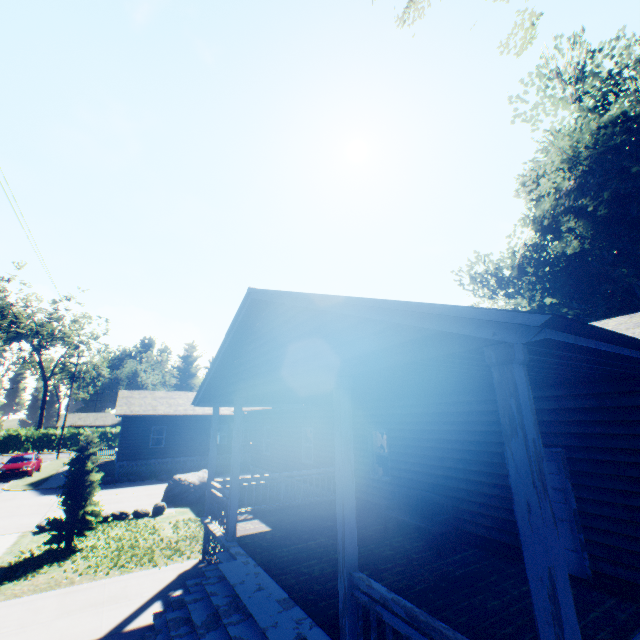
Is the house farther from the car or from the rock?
the car

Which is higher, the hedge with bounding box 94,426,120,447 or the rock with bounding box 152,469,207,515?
the hedge with bounding box 94,426,120,447

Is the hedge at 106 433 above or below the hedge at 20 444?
above

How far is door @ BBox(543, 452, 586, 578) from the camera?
6.1 meters

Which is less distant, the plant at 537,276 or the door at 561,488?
the door at 561,488

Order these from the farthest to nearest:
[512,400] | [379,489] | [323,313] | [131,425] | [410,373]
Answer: [131,425] → [379,489] → [323,313] → [410,373] → [512,400]

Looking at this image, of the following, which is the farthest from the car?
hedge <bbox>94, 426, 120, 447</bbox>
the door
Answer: the door

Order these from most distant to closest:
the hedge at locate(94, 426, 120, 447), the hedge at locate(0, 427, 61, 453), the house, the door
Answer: the hedge at locate(94, 426, 120, 447) < the hedge at locate(0, 427, 61, 453) < the door < the house
